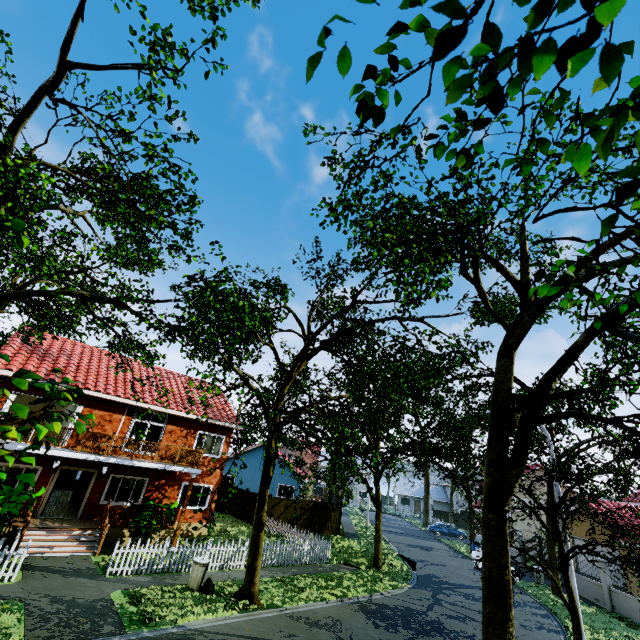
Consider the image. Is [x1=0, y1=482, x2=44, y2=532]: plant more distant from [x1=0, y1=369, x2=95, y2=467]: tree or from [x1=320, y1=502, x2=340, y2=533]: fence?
→ [x1=0, y1=369, x2=95, y2=467]: tree

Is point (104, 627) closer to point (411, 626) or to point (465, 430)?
point (411, 626)

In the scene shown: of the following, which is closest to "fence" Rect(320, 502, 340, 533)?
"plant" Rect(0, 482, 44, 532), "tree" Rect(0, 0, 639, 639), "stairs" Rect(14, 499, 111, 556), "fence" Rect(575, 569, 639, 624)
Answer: "tree" Rect(0, 0, 639, 639)

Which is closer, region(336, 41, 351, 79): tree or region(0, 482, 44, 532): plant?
region(336, 41, 351, 79): tree

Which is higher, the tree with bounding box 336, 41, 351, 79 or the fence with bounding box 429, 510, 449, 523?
the tree with bounding box 336, 41, 351, 79

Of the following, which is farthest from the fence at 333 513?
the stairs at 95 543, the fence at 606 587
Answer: the fence at 606 587

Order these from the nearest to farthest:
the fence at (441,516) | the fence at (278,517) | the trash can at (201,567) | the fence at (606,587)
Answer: the trash can at (201,567) → the fence at (278,517) → the fence at (606,587) → the fence at (441,516)

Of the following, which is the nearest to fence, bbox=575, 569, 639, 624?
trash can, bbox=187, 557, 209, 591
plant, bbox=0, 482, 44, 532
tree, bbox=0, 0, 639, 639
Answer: tree, bbox=0, 0, 639, 639
